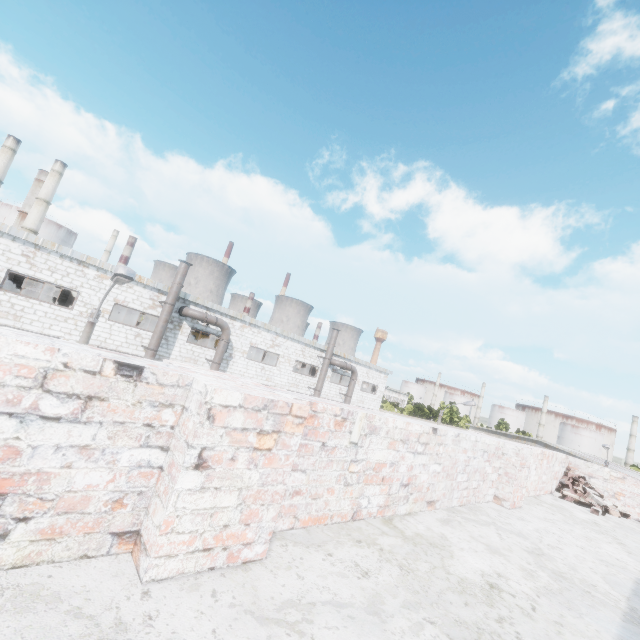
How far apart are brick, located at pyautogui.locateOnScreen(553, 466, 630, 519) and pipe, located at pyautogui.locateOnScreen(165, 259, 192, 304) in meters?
18.5

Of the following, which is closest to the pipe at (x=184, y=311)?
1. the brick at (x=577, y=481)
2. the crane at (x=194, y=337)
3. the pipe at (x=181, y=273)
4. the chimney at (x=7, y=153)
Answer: the pipe at (x=181, y=273)

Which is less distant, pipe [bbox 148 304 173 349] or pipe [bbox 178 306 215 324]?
pipe [bbox 148 304 173 349]

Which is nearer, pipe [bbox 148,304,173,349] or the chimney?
pipe [bbox 148,304,173,349]

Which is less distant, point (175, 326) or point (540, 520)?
point (540, 520)

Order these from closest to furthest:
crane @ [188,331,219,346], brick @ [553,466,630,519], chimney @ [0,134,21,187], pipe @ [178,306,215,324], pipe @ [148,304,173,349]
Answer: brick @ [553,466,630,519], pipe @ [148,304,173,349], pipe @ [178,306,215,324], crane @ [188,331,219,346], chimney @ [0,134,21,187]

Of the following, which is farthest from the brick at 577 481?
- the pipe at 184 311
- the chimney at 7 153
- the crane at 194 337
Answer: the chimney at 7 153

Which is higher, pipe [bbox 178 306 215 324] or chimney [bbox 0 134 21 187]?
chimney [bbox 0 134 21 187]
